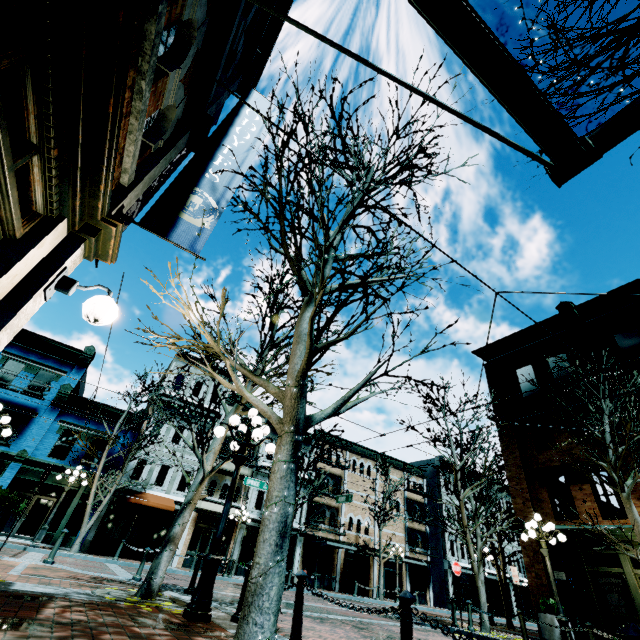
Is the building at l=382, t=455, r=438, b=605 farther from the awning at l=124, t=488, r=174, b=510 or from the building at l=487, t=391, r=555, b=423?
the building at l=487, t=391, r=555, b=423

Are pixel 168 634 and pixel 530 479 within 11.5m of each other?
no

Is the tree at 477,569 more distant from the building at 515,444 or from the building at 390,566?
the building at 390,566

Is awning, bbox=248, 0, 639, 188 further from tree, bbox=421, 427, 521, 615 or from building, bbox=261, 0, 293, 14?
tree, bbox=421, 427, 521, 615

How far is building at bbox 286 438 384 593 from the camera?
25.8m

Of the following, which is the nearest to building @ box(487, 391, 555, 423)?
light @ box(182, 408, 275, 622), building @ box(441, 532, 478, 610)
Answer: light @ box(182, 408, 275, 622)

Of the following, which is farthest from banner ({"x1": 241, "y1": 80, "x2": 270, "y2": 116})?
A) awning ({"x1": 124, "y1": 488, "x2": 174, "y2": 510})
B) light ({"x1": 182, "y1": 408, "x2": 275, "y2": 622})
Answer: awning ({"x1": 124, "y1": 488, "x2": 174, "y2": 510})

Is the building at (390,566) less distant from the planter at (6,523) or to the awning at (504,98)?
the planter at (6,523)
